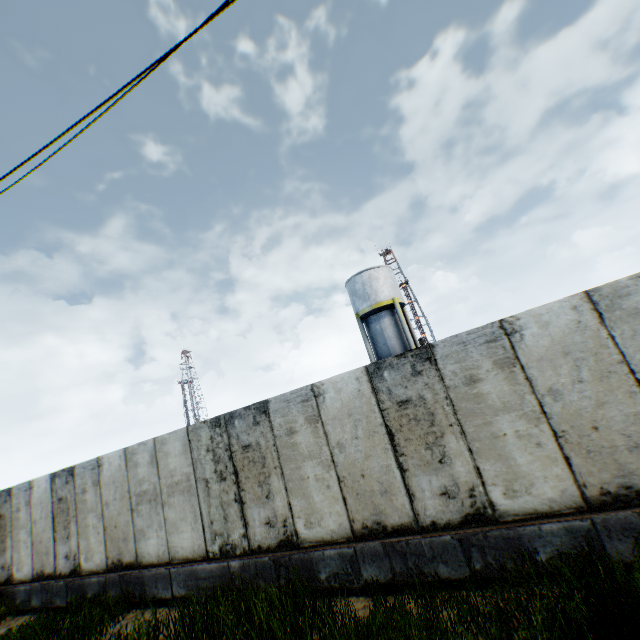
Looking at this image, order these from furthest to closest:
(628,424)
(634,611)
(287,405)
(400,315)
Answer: (400,315), (287,405), (628,424), (634,611)

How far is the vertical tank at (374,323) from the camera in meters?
24.0 m

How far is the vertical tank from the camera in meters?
24.0 m
